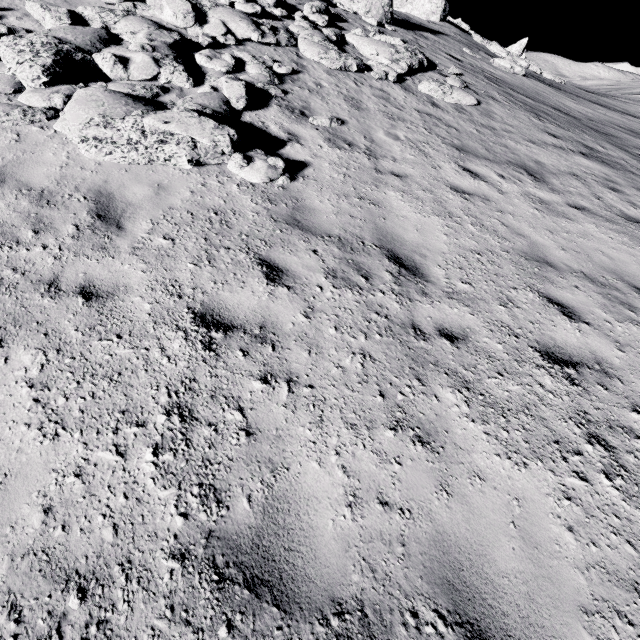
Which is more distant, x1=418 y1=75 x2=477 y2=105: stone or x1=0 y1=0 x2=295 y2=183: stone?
x1=418 y1=75 x2=477 y2=105: stone

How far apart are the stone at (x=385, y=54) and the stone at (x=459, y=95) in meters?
0.7

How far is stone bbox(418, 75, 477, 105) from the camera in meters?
10.2

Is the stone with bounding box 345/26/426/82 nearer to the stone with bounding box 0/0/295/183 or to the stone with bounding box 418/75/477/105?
the stone with bounding box 418/75/477/105

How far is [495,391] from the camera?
3.5m

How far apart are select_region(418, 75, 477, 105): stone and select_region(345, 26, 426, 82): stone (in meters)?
0.73

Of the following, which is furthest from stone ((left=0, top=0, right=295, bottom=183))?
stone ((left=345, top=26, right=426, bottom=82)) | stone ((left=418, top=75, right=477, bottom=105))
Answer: stone ((left=418, top=75, right=477, bottom=105))

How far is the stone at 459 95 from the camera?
10.2 meters
